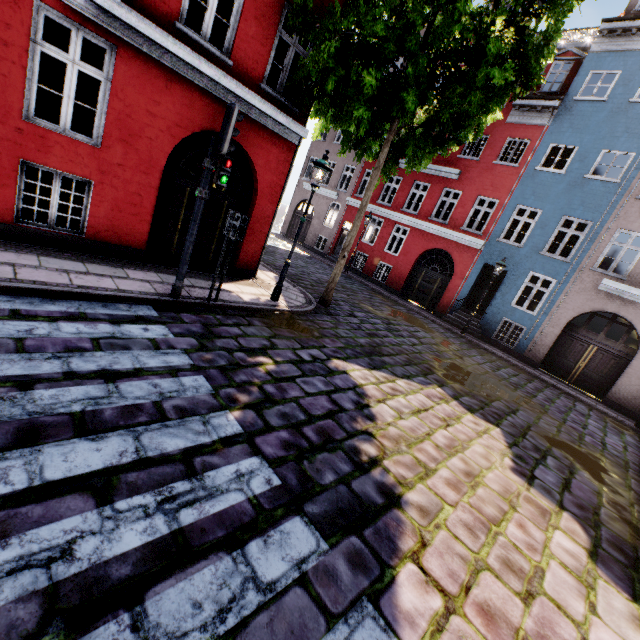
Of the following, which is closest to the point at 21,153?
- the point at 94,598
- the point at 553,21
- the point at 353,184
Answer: the point at 94,598

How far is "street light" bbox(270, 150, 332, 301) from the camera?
7.5m

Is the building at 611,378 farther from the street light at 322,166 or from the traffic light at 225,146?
the traffic light at 225,146

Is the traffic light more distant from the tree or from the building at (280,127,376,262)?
the tree

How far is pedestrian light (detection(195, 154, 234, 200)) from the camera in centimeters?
560cm

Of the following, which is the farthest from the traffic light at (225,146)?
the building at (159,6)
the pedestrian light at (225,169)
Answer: the building at (159,6)

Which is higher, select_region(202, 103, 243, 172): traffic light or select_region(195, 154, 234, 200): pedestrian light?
select_region(202, 103, 243, 172): traffic light

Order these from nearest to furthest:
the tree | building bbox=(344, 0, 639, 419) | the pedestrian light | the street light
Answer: the pedestrian light
the tree
the street light
building bbox=(344, 0, 639, 419)
